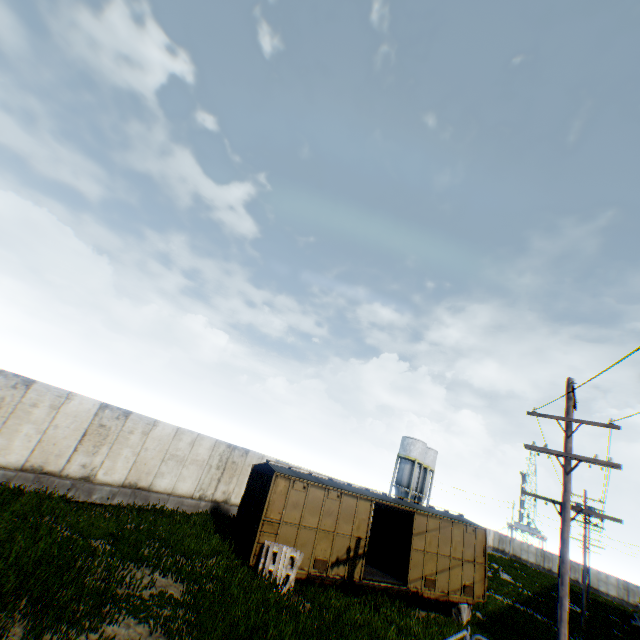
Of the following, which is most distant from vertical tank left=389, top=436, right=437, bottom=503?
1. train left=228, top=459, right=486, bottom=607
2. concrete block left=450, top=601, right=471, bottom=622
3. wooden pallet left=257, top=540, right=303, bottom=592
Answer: wooden pallet left=257, top=540, right=303, bottom=592

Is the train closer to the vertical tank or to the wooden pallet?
the wooden pallet

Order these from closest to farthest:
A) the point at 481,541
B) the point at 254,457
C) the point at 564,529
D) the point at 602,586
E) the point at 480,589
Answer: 1. the point at 564,529
2. the point at 480,589
3. the point at 481,541
4. the point at 254,457
5. the point at 602,586

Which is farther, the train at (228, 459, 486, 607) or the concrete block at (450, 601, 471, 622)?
Answer: the concrete block at (450, 601, 471, 622)

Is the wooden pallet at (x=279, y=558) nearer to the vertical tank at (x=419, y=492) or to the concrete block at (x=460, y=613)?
the concrete block at (x=460, y=613)

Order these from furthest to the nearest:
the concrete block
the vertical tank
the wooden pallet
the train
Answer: the vertical tank < the concrete block < the train < the wooden pallet

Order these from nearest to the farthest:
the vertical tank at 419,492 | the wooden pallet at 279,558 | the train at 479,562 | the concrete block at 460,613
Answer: the wooden pallet at 279,558
the train at 479,562
the concrete block at 460,613
the vertical tank at 419,492
